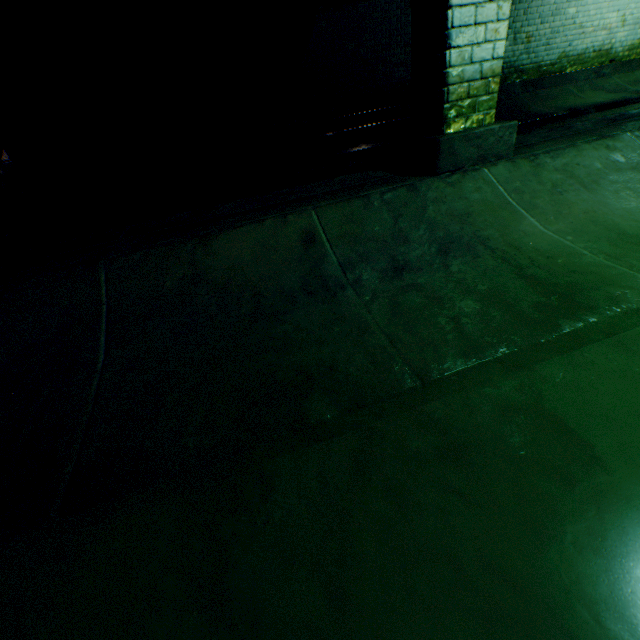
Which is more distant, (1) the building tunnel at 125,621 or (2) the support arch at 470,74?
(2) the support arch at 470,74

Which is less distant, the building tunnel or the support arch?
the building tunnel

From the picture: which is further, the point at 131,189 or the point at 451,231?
the point at 131,189
